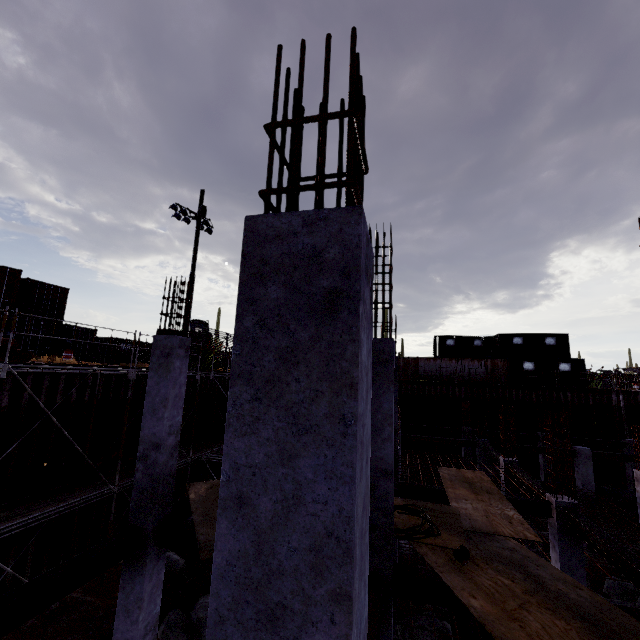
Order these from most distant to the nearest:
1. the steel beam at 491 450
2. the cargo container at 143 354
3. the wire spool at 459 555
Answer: the cargo container at 143 354
the steel beam at 491 450
the wire spool at 459 555

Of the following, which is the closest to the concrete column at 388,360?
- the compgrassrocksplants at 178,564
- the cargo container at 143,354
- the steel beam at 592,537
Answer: the steel beam at 592,537

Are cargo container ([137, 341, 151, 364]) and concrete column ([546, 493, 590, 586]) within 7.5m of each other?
no

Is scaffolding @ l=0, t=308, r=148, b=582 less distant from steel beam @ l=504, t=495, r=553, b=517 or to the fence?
the fence

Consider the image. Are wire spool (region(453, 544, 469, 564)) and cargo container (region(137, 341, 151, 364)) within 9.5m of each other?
no

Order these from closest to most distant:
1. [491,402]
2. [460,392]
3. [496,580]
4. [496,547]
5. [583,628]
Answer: [583,628], [496,580], [496,547], [491,402], [460,392]

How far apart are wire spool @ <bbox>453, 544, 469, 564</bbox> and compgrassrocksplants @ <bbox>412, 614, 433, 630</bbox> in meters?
5.7

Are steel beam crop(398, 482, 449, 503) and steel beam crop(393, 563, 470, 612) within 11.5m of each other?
yes
